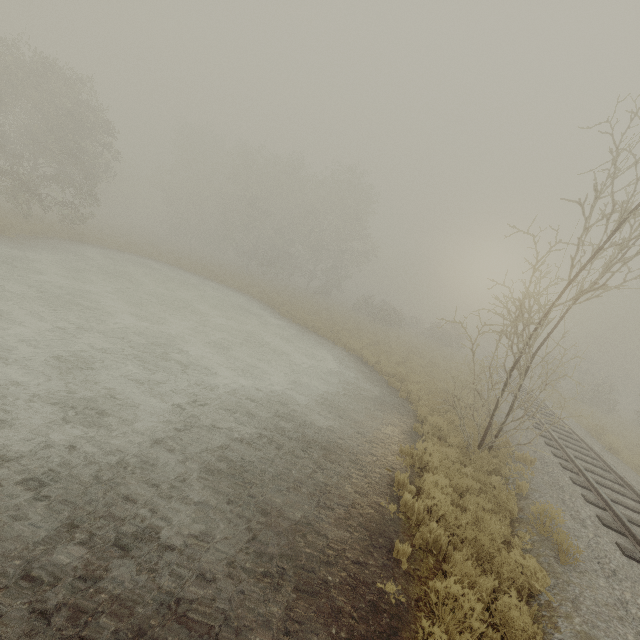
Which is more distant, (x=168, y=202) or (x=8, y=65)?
(x=168, y=202)

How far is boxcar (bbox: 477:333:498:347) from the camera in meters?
54.6 m

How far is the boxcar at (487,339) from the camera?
54.6 meters
